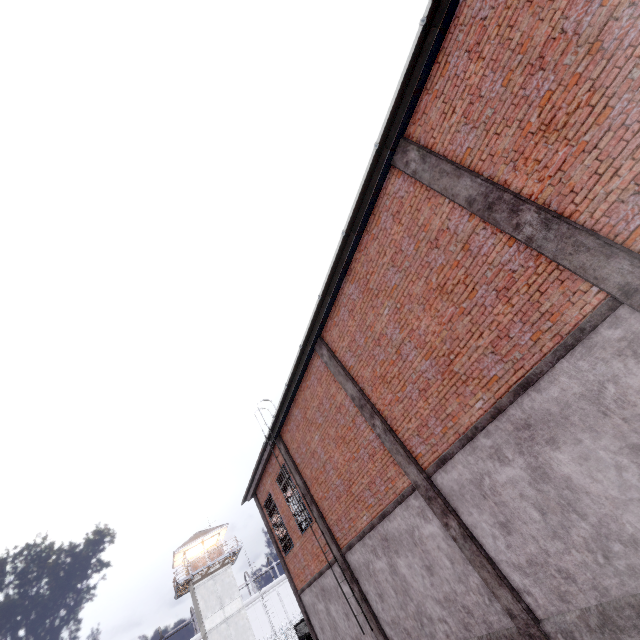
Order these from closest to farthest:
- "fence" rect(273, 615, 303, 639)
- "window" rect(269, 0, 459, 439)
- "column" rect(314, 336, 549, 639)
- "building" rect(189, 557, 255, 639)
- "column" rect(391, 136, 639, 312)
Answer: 1. "column" rect(391, 136, 639, 312)
2. "window" rect(269, 0, 459, 439)
3. "column" rect(314, 336, 549, 639)
4. "building" rect(189, 557, 255, 639)
5. "fence" rect(273, 615, 303, 639)

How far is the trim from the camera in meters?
4.7 m

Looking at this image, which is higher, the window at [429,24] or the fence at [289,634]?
the window at [429,24]

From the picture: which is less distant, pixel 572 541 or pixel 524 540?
pixel 572 541

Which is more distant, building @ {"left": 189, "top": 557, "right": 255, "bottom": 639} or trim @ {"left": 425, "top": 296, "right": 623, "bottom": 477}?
building @ {"left": 189, "top": 557, "right": 255, "bottom": 639}

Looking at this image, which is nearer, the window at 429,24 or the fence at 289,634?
the window at 429,24

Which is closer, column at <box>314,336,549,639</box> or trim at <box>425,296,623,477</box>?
trim at <box>425,296,623,477</box>

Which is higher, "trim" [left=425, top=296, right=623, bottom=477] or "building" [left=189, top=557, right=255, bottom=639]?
"building" [left=189, top=557, right=255, bottom=639]
